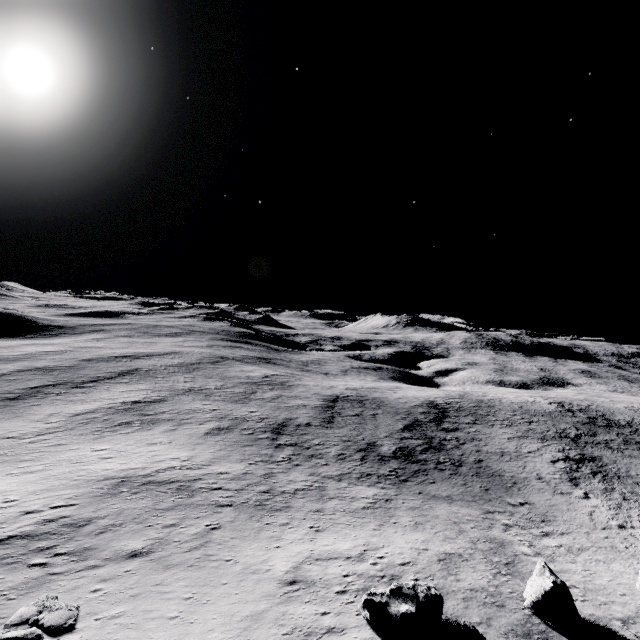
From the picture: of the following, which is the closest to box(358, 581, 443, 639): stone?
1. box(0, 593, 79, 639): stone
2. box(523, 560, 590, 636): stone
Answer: box(523, 560, 590, 636): stone

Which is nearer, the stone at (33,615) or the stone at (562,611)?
the stone at (33,615)

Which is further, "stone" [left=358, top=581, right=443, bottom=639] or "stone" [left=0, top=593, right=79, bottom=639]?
"stone" [left=358, top=581, right=443, bottom=639]

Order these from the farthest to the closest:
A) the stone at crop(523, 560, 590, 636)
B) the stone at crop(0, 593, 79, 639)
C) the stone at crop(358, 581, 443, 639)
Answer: the stone at crop(523, 560, 590, 636) → the stone at crop(358, 581, 443, 639) → the stone at crop(0, 593, 79, 639)

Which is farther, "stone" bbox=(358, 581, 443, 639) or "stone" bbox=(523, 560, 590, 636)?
"stone" bbox=(523, 560, 590, 636)

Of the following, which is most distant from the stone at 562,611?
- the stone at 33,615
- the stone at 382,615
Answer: the stone at 33,615

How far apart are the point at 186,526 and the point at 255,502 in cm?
538
